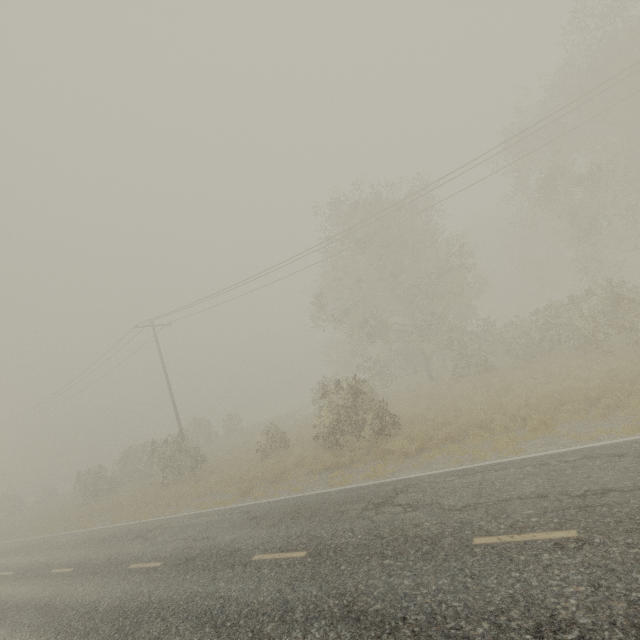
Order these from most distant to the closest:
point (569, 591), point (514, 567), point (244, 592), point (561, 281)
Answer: point (561, 281)
point (244, 592)
point (514, 567)
point (569, 591)
